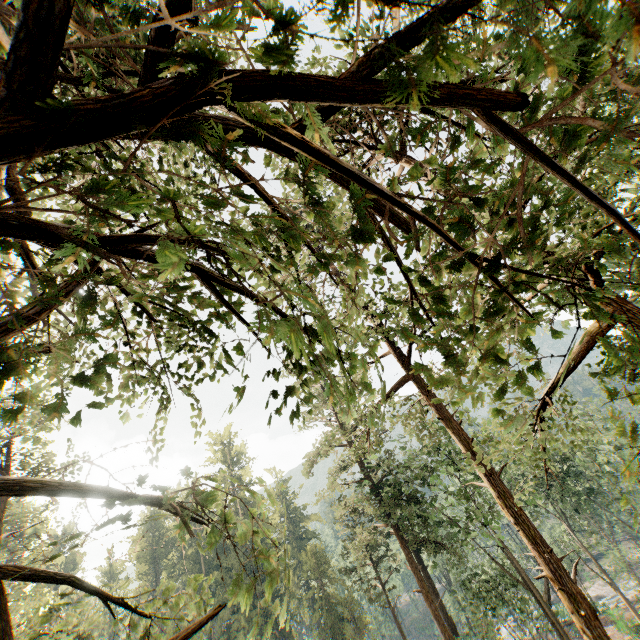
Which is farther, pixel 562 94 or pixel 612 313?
pixel 562 94
